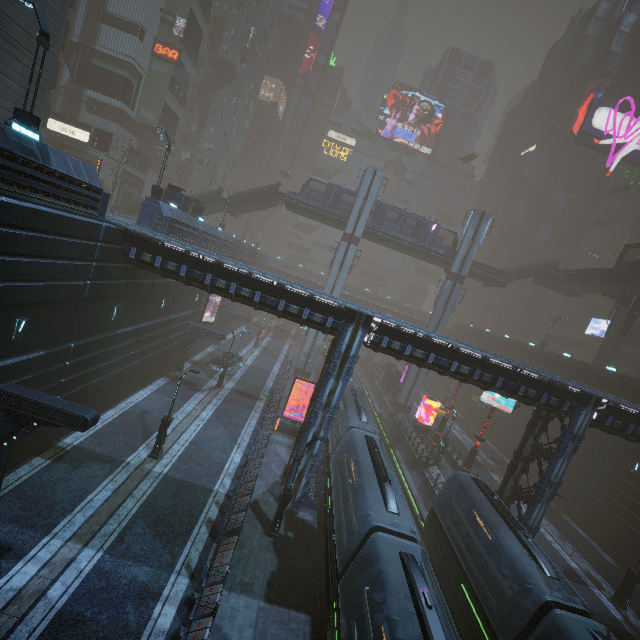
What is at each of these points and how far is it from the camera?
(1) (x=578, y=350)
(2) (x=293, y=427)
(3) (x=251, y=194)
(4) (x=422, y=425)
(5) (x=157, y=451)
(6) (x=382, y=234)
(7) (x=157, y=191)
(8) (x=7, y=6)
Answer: (1) building, 52.62m
(2) sign, 26.09m
(3) stairs, 40.09m
(4) sign, 36.16m
(5) street light, 18.30m
(6) bridge, 40.38m
(7) street light, 22.95m
(8) building, 17.70m

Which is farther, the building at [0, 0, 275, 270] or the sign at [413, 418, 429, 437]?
the sign at [413, 418, 429, 437]

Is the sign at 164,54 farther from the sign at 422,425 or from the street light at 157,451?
the sign at 422,425

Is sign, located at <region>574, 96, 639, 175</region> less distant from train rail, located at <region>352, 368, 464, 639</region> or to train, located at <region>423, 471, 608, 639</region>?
train rail, located at <region>352, 368, 464, 639</region>

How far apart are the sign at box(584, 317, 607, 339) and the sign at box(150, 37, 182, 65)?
70.7 meters

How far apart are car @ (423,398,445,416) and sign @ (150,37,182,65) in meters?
55.9

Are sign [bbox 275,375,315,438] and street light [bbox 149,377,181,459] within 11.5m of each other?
yes

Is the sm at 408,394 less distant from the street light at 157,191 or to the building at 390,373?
the building at 390,373
